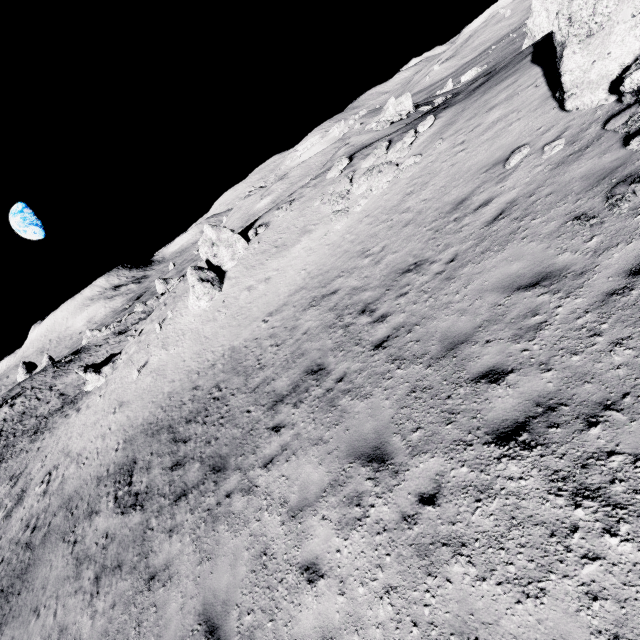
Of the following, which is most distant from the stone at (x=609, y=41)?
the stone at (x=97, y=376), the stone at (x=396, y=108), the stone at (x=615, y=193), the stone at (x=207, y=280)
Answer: the stone at (x=97, y=376)

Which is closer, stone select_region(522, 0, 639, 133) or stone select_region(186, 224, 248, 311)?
stone select_region(522, 0, 639, 133)

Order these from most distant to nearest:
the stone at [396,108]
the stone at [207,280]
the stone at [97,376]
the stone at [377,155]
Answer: the stone at [396,108], the stone at [97,376], the stone at [207,280], the stone at [377,155]

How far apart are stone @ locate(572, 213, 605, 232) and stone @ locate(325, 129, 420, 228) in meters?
12.7

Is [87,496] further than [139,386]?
No

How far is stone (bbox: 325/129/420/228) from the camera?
15.5 meters

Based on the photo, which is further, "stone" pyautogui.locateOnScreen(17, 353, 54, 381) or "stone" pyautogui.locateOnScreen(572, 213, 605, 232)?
"stone" pyautogui.locateOnScreen(17, 353, 54, 381)

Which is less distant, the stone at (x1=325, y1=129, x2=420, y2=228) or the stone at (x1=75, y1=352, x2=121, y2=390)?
the stone at (x1=325, y1=129, x2=420, y2=228)
